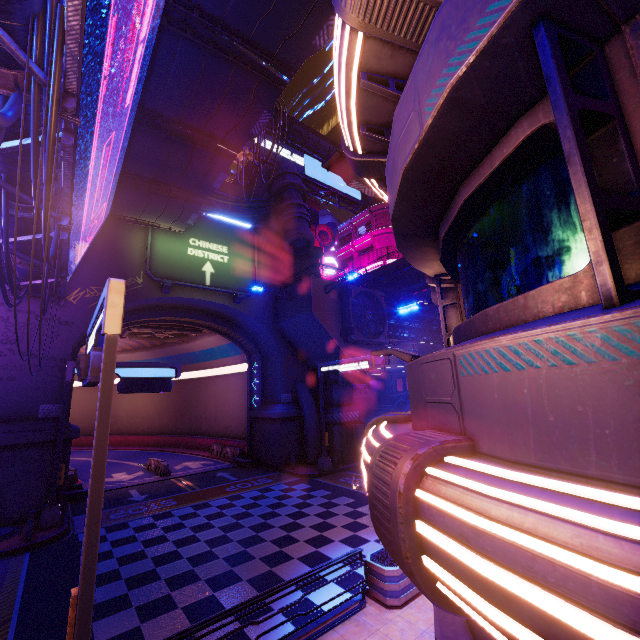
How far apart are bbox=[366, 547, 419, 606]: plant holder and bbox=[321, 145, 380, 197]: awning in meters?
11.5 m

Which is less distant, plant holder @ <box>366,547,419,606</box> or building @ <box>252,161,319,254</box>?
plant holder @ <box>366,547,419,606</box>

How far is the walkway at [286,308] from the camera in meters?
Answer: 22.8

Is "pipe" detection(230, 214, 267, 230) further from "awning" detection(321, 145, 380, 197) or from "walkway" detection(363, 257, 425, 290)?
"awning" detection(321, 145, 380, 197)

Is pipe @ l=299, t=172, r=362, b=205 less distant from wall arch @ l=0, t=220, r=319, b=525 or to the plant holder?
wall arch @ l=0, t=220, r=319, b=525

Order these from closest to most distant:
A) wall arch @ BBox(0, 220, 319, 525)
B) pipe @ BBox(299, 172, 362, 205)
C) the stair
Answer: wall arch @ BBox(0, 220, 319, 525) < the stair < pipe @ BBox(299, 172, 362, 205)

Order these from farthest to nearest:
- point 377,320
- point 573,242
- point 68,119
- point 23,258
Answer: point 377,320 → point 23,258 → point 68,119 → point 573,242

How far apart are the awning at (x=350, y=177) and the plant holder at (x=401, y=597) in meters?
11.5 m
